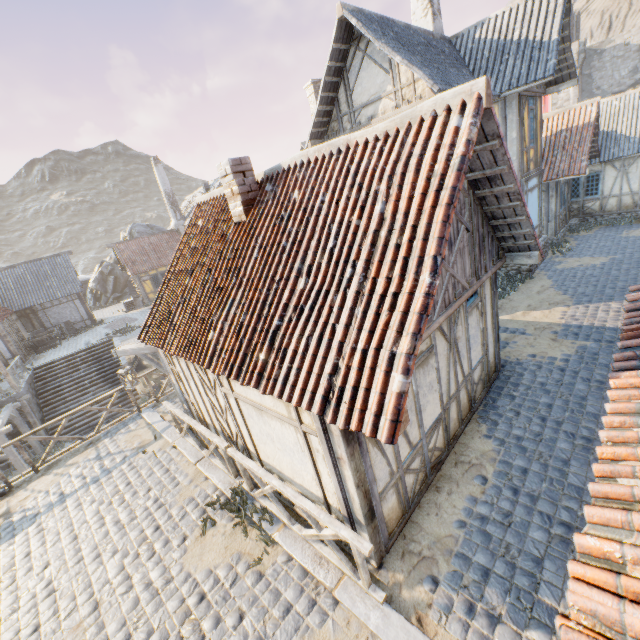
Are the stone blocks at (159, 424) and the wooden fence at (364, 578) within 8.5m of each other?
yes

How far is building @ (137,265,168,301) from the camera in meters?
28.5

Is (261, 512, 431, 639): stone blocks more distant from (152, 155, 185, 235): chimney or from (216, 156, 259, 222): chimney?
(152, 155, 185, 235): chimney

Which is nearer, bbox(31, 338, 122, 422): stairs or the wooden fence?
the wooden fence

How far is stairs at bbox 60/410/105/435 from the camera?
17.3m

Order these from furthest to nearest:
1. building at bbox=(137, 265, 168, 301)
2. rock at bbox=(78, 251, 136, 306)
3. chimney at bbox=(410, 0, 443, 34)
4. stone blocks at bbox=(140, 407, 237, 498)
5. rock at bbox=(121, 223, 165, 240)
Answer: rock at bbox=(121, 223, 165, 240) < rock at bbox=(78, 251, 136, 306) < building at bbox=(137, 265, 168, 301) < chimney at bbox=(410, 0, 443, 34) < stone blocks at bbox=(140, 407, 237, 498)

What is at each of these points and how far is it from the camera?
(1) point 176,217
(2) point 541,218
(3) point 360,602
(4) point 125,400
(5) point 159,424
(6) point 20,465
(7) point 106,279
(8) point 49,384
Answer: (1) chimney, 30.70m
(2) building, 15.15m
(3) stone blocks, 4.40m
(4) stairs, 18.84m
(5) stone blocks, 9.87m
(6) awning, 13.51m
(7) rock, 34.94m
(8) stairs, 18.66m

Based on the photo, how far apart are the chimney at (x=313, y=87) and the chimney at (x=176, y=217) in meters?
14.4
